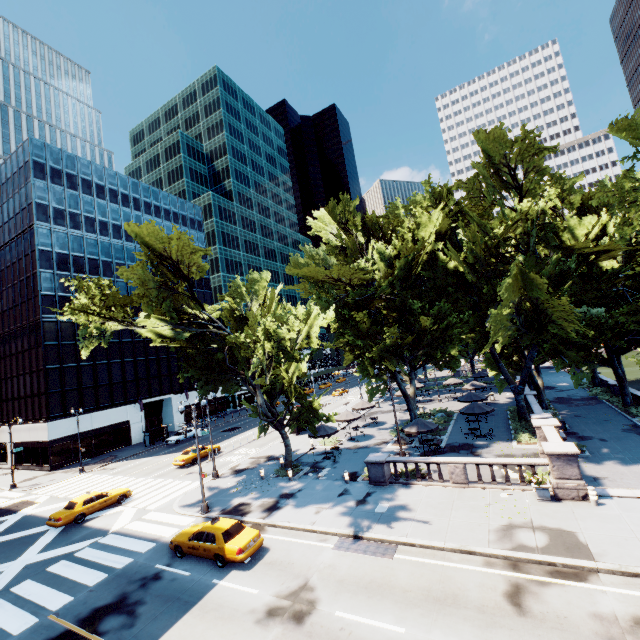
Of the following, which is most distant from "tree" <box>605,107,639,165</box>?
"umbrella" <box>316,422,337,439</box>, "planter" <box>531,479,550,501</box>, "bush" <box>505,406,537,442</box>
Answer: "planter" <box>531,479,550,501</box>

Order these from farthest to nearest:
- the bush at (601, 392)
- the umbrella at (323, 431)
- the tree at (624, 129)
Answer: the bush at (601, 392) → the umbrella at (323, 431) → the tree at (624, 129)

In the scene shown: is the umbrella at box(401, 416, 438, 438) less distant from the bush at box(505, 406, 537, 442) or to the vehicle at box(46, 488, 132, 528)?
the bush at box(505, 406, 537, 442)

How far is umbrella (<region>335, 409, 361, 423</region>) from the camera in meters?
32.2

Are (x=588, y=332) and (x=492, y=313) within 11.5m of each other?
yes

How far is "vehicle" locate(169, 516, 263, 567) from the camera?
15.1m

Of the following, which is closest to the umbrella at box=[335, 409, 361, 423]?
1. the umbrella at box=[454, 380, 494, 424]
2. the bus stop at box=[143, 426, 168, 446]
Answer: the umbrella at box=[454, 380, 494, 424]

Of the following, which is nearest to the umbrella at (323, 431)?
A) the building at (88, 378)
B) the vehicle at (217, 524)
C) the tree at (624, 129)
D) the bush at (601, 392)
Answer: the tree at (624, 129)
